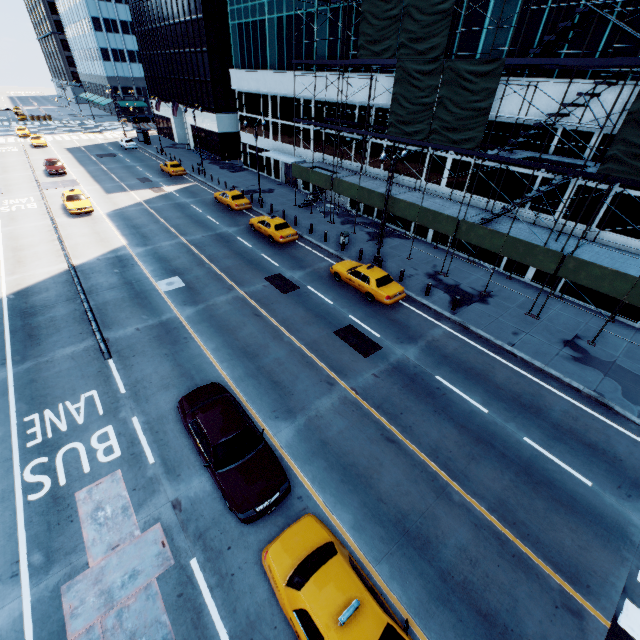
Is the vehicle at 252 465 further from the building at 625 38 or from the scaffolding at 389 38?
the building at 625 38

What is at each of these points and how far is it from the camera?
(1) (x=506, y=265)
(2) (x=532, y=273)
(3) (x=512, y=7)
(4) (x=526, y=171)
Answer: (1) building, 22.5m
(2) building, 21.3m
(3) building, 17.5m
(4) building, 19.6m

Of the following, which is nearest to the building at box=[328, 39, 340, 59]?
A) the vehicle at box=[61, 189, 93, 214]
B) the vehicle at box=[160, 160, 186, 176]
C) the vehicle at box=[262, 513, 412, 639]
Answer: the vehicle at box=[160, 160, 186, 176]

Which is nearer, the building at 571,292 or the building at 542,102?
the building at 542,102

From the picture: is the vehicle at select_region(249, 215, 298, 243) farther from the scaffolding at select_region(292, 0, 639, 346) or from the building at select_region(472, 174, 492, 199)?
the building at select_region(472, 174, 492, 199)

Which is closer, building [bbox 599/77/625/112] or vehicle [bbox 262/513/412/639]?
vehicle [bbox 262/513/412/639]

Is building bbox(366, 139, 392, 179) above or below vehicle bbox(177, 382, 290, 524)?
above

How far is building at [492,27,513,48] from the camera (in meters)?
17.91
